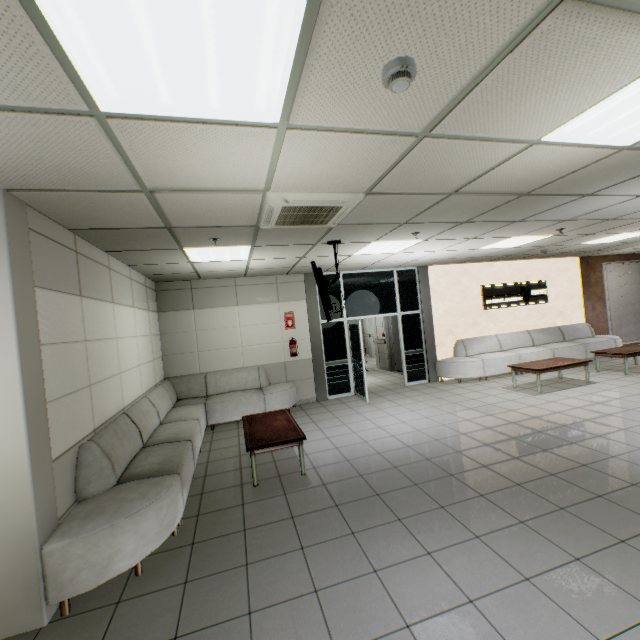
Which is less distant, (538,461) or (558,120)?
(558,120)

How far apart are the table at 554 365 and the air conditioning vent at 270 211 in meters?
5.8

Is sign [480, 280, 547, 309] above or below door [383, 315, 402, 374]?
above

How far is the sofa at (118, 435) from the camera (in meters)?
2.50

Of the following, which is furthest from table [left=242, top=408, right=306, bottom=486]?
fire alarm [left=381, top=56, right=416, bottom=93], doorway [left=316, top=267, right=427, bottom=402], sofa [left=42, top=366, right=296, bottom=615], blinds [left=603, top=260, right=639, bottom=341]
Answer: blinds [left=603, top=260, right=639, bottom=341]

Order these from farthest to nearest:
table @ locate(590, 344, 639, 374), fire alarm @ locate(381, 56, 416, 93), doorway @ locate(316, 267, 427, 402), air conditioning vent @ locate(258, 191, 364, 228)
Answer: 1. doorway @ locate(316, 267, 427, 402)
2. table @ locate(590, 344, 639, 374)
3. air conditioning vent @ locate(258, 191, 364, 228)
4. fire alarm @ locate(381, 56, 416, 93)

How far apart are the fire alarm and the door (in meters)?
8.61

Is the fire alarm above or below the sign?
above
